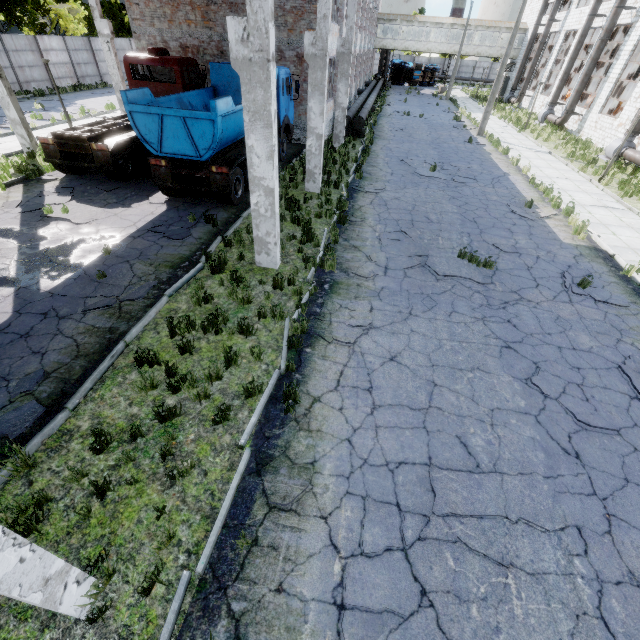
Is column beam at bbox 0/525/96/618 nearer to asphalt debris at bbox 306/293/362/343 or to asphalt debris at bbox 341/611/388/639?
asphalt debris at bbox 341/611/388/639

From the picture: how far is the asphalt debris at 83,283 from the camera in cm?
682

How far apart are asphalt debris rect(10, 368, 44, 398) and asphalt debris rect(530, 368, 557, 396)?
8.69m

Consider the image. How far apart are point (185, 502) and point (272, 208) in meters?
6.0 m

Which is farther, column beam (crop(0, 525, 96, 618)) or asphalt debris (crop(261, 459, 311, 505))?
asphalt debris (crop(261, 459, 311, 505))

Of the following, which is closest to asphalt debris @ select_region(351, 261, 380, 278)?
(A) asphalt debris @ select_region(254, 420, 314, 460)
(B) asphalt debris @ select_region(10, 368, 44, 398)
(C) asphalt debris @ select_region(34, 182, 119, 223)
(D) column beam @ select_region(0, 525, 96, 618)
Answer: (A) asphalt debris @ select_region(254, 420, 314, 460)

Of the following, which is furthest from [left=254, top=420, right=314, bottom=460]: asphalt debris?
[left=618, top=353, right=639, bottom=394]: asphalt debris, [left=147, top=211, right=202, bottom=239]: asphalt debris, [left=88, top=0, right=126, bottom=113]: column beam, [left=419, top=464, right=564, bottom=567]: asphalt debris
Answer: [left=88, top=0, right=126, bottom=113]: column beam

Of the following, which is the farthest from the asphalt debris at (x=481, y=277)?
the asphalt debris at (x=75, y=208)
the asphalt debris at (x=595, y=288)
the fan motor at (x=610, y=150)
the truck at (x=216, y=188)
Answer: the fan motor at (x=610, y=150)
